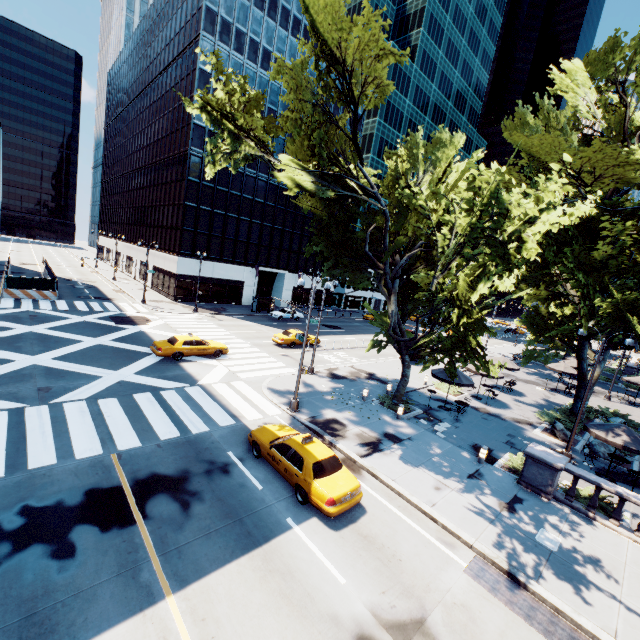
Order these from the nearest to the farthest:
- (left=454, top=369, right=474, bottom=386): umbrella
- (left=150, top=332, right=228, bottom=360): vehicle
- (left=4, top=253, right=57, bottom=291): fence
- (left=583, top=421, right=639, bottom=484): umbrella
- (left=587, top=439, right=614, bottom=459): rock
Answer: (left=583, top=421, right=639, bottom=484): umbrella → (left=587, top=439, right=614, bottom=459): rock → (left=454, top=369, right=474, bottom=386): umbrella → (left=150, top=332, right=228, bottom=360): vehicle → (left=4, top=253, right=57, bottom=291): fence

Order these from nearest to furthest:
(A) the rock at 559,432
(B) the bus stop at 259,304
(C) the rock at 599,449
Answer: (C) the rock at 599,449 → (A) the rock at 559,432 → (B) the bus stop at 259,304

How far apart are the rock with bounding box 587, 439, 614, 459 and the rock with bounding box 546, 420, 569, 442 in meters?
0.7

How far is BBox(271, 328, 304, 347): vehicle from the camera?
30.2m

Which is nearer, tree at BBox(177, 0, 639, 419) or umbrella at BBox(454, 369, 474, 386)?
tree at BBox(177, 0, 639, 419)

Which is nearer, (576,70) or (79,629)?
(79,629)

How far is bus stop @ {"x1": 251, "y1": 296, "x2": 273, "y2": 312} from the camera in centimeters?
4508cm

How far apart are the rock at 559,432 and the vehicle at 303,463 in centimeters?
1619cm
